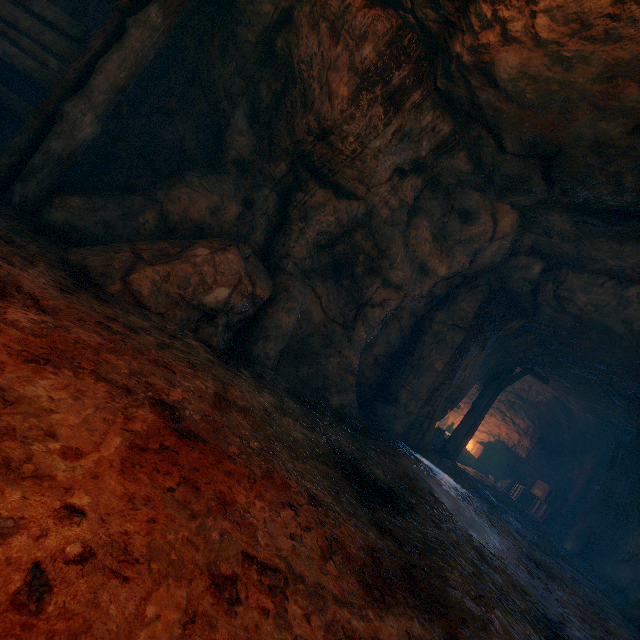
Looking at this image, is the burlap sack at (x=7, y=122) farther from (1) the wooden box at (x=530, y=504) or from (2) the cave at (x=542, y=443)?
(1) the wooden box at (x=530, y=504)

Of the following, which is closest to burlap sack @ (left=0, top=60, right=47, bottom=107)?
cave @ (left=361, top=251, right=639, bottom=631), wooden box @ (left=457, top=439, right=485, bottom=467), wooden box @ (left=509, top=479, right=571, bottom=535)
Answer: cave @ (left=361, top=251, right=639, bottom=631)

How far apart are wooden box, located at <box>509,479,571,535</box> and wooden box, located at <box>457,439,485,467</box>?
1.6 meters

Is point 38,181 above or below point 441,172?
below

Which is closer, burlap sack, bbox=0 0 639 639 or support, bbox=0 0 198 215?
burlap sack, bbox=0 0 639 639

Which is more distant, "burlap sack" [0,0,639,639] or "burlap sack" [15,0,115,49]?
"burlap sack" [15,0,115,49]

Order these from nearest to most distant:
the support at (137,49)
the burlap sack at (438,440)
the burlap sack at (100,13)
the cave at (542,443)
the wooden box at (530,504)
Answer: the support at (137,49), the burlap sack at (100,13), the cave at (542,443), the burlap sack at (438,440), the wooden box at (530,504)

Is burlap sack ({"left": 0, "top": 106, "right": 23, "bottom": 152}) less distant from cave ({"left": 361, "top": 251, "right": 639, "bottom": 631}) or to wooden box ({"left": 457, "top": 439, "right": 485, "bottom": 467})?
cave ({"left": 361, "top": 251, "right": 639, "bottom": 631})
